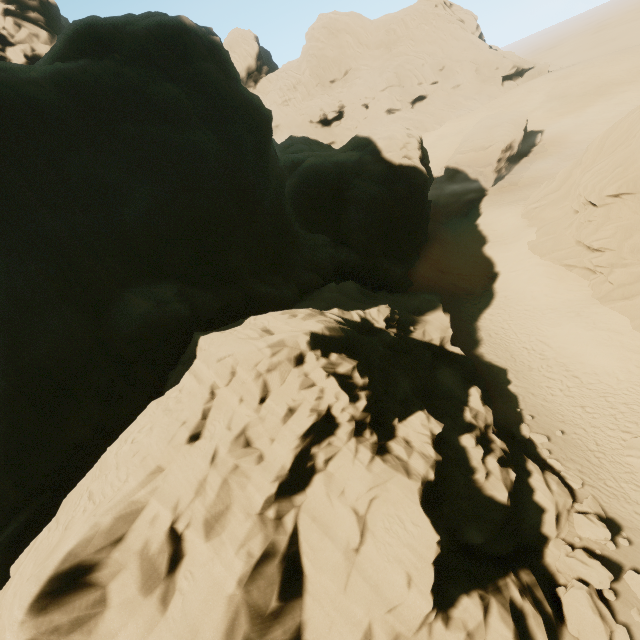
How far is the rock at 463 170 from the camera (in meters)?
37.47

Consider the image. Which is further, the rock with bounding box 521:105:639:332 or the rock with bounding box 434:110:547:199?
the rock with bounding box 434:110:547:199

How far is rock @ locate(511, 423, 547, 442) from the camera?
15.8 meters

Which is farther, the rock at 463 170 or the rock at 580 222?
the rock at 463 170

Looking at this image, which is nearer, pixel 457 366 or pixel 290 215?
pixel 457 366

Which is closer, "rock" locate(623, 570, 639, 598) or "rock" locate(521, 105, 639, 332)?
"rock" locate(623, 570, 639, 598)

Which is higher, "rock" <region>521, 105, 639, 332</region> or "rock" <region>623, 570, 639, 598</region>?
"rock" <region>521, 105, 639, 332</region>
